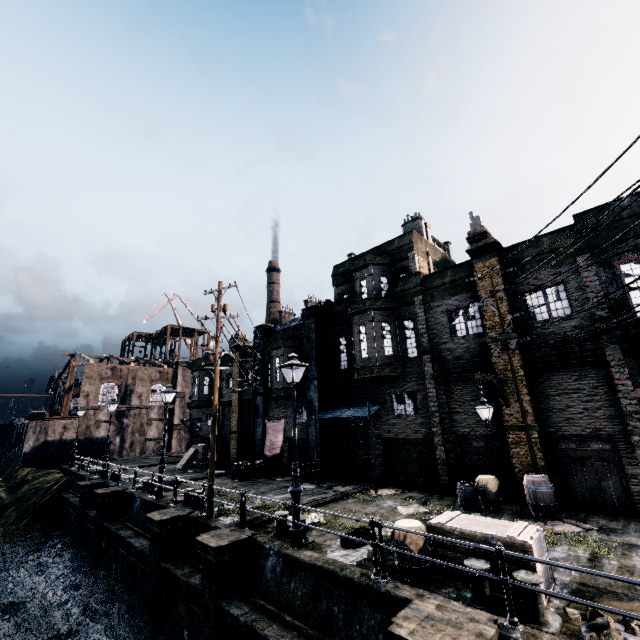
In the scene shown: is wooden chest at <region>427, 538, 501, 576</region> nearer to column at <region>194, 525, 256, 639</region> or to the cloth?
column at <region>194, 525, 256, 639</region>

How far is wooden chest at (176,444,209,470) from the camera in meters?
A: 27.8 m

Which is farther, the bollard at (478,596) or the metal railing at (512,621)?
the bollard at (478,596)

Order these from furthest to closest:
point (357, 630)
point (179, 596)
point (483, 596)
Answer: point (179, 596) → point (357, 630) → point (483, 596)

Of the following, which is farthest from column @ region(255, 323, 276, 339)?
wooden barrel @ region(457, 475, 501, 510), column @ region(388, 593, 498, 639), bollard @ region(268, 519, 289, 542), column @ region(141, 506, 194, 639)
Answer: column @ region(388, 593, 498, 639)

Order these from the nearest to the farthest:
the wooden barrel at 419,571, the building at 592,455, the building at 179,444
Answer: the wooden barrel at 419,571
the building at 592,455
the building at 179,444

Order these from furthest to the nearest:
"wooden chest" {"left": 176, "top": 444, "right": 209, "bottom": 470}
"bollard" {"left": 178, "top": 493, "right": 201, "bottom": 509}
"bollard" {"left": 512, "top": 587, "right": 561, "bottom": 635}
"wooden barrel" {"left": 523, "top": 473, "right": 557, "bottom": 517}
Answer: "wooden chest" {"left": 176, "top": 444, "right": 209, "bottom": 470}, "bollard" {"left": 178, "top": 493, "right": 201, "bottom": 509}, "wooden barrel" {"left": 523, "top": 473, "right": 557, "bottom": 517}, "bollard" {"left": 512, "top": 587, "right": 561, "bottom": 635}

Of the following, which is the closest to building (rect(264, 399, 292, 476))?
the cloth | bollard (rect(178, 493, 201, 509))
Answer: the cloth
